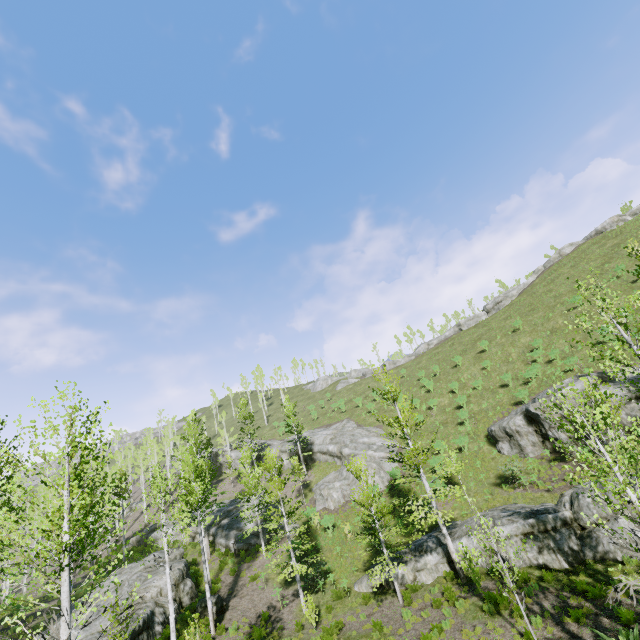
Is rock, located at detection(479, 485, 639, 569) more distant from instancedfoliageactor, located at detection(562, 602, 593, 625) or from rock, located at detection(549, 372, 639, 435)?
rock, located at detection(549, 372, 639, 435)

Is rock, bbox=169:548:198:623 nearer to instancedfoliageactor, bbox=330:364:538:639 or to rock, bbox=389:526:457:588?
instancedfoliageactor, bbox=330:364:538:639

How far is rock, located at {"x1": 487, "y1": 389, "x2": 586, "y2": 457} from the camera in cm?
2295

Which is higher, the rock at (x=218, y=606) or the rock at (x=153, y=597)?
the rock at (x=153, y=597)

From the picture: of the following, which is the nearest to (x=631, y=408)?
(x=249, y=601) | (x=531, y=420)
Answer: (x=531, y=420)

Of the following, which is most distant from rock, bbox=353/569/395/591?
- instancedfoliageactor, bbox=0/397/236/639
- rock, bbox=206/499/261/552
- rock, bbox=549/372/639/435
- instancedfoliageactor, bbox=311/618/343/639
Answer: instancedfoliageactor, bbox=0/397/236/639

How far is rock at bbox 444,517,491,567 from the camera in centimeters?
1706cm

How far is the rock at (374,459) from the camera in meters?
30.7
